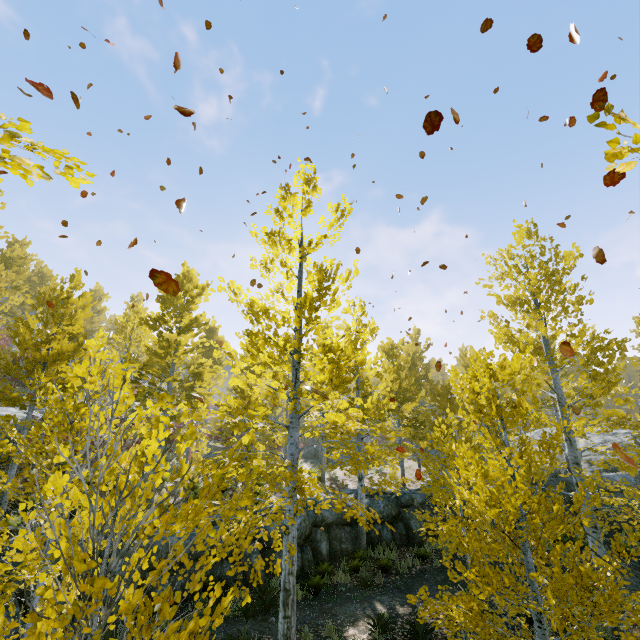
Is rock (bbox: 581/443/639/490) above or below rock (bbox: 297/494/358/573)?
above

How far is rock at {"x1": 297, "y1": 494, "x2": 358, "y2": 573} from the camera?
11.7m

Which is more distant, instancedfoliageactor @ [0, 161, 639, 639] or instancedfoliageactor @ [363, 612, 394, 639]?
instancedfoliageactor @ [363, 612, 394, 639]

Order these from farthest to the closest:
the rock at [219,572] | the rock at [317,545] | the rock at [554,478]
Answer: the rock at [554,478] < the rock at [317,545] < the rock at [219,572]

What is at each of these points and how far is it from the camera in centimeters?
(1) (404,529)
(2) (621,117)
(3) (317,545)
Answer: (1) rock, 1347cm
(2) instancedfoliageactor, 162cm
(3) rock, 1209cm

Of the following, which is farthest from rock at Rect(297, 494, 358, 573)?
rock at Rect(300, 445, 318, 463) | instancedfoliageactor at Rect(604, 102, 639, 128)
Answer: rock at Rect(300, 445, 318, 463)

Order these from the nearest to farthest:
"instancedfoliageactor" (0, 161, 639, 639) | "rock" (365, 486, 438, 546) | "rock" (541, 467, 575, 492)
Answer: "instancedfoliageactor" (0, 161, 639, 639) → "rock" (365, 486, 438, 546) → "rock" (541, 467, 575, 492)

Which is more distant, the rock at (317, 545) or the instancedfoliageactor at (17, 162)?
the rock at (317, 545)
